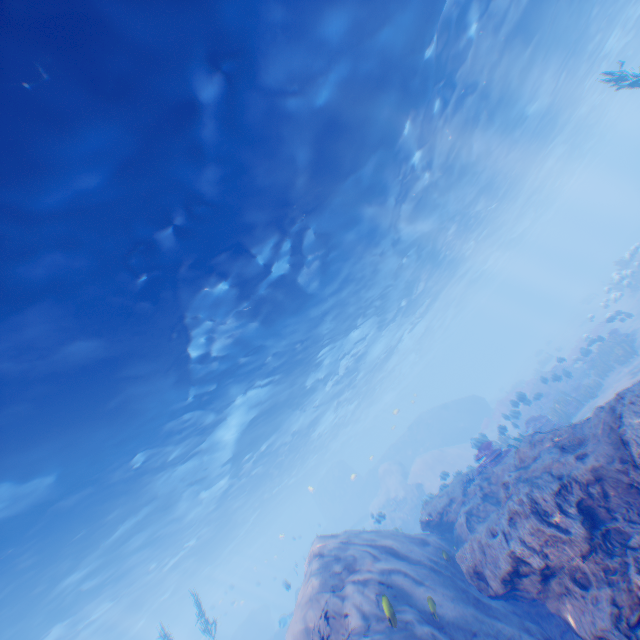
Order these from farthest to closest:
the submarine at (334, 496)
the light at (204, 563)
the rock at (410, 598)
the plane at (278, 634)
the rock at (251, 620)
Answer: the rock at (251, 620)
the submarine at (334, 496)
the plane at (278, 634)
the light at (204, 563)
the rock at (410, 598)

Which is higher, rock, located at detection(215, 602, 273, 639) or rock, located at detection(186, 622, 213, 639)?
rock, located at detection(186, 622, 213, 639)

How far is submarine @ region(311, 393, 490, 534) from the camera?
36.5m

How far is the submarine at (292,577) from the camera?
19.7m

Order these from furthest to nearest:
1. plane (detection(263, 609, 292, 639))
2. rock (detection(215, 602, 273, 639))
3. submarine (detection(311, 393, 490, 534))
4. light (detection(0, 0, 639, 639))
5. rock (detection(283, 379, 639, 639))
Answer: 1. rock (detection(215, 602, 273, 639))
2. submarine (detection(311, 393, 490, 534))
3. plane (detection(263, 609, 292, 639))
4. light (detection(0, 0, 639, 639))
5. rock (detection(283, 379, 639, 639))

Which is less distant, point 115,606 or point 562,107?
point 115,606

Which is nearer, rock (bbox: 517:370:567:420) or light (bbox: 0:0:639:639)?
light (bbox: 0:0:639:639)

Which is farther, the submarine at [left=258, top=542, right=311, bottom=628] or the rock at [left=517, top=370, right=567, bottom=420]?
the submarine at [left=258, top=542, right=311, bottom=628]
